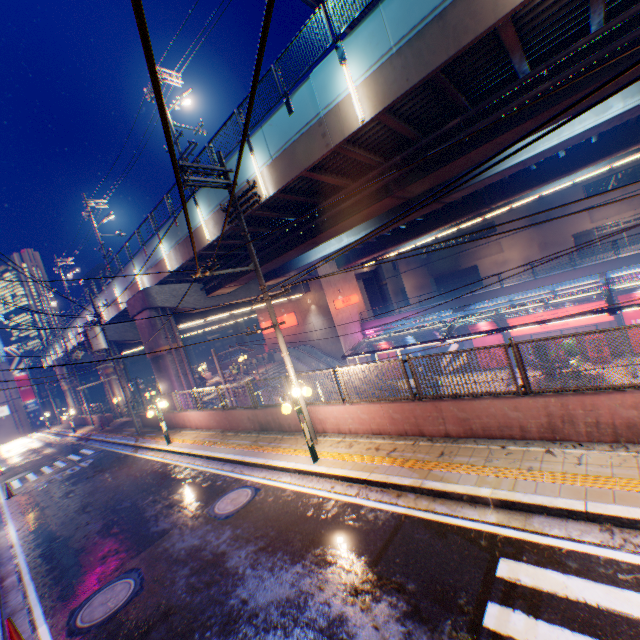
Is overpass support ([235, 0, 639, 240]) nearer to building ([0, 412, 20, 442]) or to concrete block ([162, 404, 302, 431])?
concrete block ([162, 404, 302, 431])

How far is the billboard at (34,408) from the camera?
51.6 meters

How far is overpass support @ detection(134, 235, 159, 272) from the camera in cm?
2058

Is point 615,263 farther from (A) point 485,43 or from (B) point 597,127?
(A) point 485,43

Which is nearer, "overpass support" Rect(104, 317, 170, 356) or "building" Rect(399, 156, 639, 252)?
"overpass support" Rect(104, 317, 170, 356)

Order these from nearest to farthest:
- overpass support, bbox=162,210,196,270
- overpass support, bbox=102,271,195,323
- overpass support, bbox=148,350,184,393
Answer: overpass support, bbox=162,210,196,270, overpass support, bbox=102,271,195,323, overpass support, bbox=148,350,184,393

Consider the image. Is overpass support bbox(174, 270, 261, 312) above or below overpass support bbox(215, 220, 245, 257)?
below

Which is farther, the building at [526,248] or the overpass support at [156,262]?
the building at [526,248]
